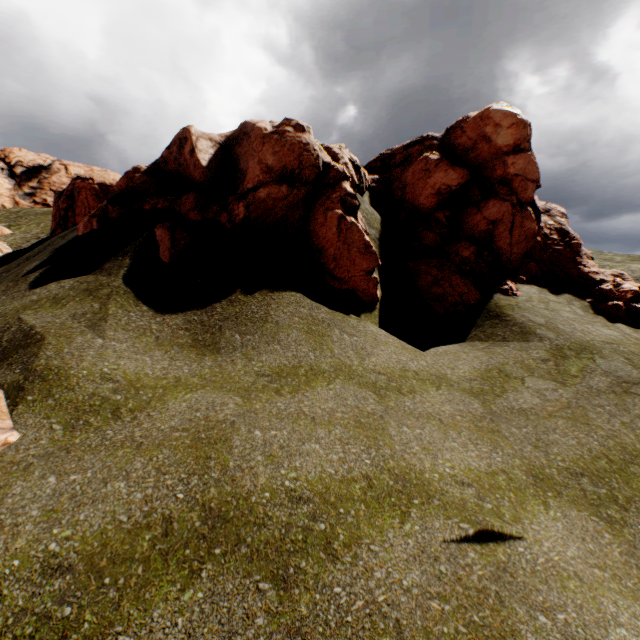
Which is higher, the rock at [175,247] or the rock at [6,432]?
the rock at [175,247]

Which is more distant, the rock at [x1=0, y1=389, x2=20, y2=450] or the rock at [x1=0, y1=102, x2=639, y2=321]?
the rock at [x1=0, y1=102, x2=639, y2=321]

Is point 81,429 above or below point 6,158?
below

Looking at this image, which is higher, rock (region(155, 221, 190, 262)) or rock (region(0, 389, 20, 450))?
rock (region(155, 221, 190, 262))

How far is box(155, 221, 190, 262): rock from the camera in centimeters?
942cm

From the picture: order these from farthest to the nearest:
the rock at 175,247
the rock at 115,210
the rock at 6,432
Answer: the rock at 115,210
the rock at 175,247
the rock at 6,432
